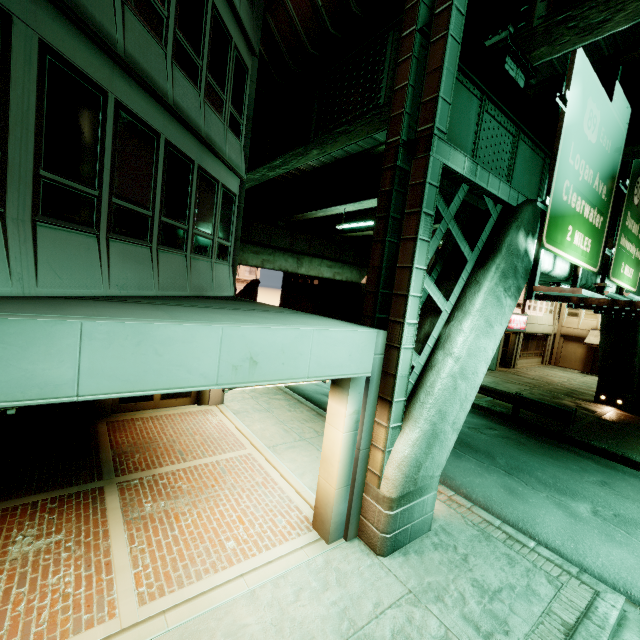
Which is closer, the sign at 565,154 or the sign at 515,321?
the sign at 565,154

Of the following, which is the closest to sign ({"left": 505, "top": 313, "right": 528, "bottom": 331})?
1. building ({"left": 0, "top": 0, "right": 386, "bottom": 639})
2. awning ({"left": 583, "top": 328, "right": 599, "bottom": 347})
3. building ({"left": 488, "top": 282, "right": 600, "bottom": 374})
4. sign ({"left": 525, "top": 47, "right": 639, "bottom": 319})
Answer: building ({"left": 488, "top": 282, "right": 600, "bottom": 374})

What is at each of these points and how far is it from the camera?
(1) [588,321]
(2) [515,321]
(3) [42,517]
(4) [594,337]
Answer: (1) building, 29.00m
(2) sign, 24.62m
(3) building, 5.34m
(4) awning, 27.88m

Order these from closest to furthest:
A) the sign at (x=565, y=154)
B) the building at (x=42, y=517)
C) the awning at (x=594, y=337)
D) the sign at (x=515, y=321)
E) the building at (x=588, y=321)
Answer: the building at (x=42, y=517)
the sign at (x=565, y=154)
the sign at (x=515, y=321)
the building at (x=588, y=321)
the awning at (x=594, y=337)

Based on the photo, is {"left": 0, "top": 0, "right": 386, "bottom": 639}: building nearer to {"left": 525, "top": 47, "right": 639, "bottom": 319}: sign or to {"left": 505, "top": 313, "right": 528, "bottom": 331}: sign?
{"left": 525, "top": 47, "right": 639, "bottom": 319}: sign

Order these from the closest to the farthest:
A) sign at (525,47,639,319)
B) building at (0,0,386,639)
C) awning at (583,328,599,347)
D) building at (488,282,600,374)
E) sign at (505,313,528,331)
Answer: building at (0,0,386,639) < sign at (525,47,639,319) < sign at (505,313,528,331) < building at (488,282,600,374) < awning at (583,328,599,347)

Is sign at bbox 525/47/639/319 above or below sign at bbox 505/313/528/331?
above
